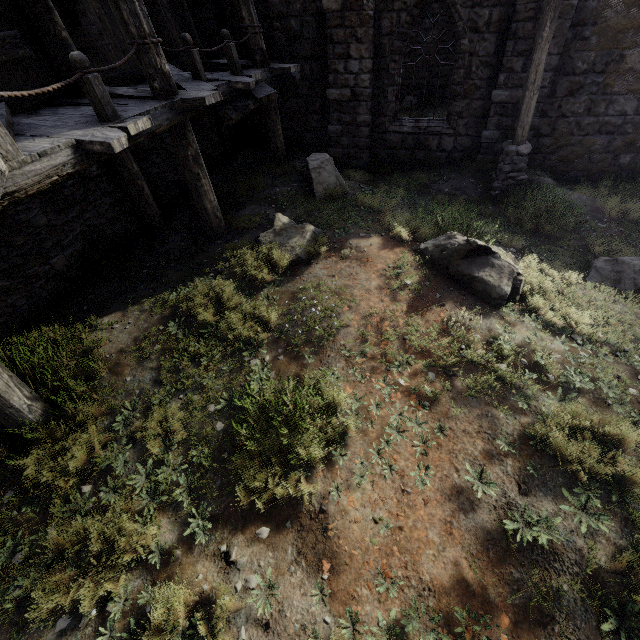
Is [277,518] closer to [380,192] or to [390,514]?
[390,514]

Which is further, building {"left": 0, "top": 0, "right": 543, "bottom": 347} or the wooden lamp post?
the wooden lamp post

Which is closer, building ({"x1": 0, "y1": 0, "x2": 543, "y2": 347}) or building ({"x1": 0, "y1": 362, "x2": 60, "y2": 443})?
building ({"x1": 0, "y1": 362, "x2": 60, "y2": 443})

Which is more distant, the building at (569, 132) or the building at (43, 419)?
the building at (569, 132)

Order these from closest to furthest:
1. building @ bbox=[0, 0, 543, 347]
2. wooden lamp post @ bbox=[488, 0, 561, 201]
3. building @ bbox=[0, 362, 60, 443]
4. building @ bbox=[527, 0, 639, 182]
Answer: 1. building @ bbox=[0, 362, 60, 443]
2. building @ bbox=[0, 0, 543, 347]
3. wooden lamp post @ bbox=[488, 0, 561, 201]
4. building @ bbox=[527, 0, 639, 182]
